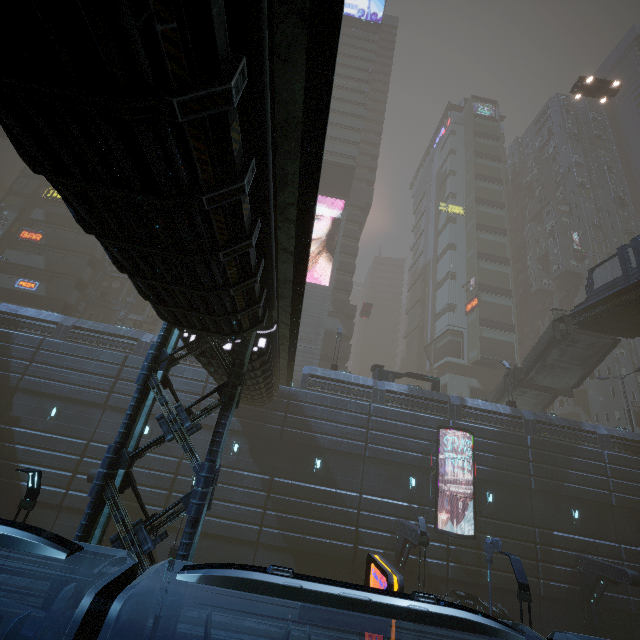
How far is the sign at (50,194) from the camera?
38.4 meters

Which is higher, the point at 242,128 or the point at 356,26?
the point at 356,26

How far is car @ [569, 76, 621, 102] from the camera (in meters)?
33.25

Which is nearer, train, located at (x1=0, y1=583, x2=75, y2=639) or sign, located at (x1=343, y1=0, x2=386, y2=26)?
train, located at (x1=0, y1=583, x2=75, y2=639)

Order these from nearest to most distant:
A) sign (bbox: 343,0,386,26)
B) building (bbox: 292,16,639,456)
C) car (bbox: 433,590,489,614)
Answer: car (bbox: 433,590,489,614) → building (bbox: 292,16,639,456) → sign (bbox: 343,0,386,26)

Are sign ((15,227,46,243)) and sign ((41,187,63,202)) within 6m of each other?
yes

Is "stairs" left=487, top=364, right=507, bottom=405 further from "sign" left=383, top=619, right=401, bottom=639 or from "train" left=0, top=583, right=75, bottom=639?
"sign" left=383, top=619, right=401, bottom=639

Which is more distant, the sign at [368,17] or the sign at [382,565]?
the sign at [368,17]
